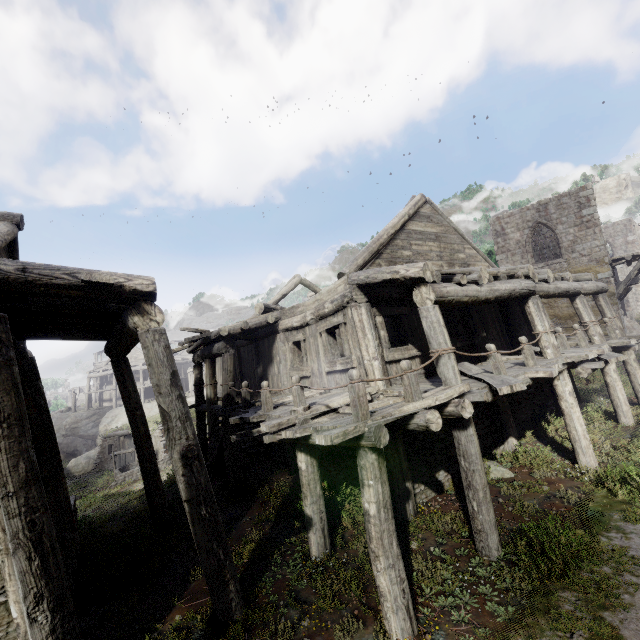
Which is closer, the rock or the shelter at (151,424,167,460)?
the shelter at (151,424,167,460)

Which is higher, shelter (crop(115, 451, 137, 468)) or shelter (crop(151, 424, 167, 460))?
shelter (crop(151, 424, 167, 460))

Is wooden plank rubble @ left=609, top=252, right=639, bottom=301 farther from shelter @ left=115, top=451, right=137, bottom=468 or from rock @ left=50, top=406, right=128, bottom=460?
rock @ left=50, top=406, right=128, bottom=460

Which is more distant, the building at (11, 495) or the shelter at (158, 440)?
the shelter at (158, 440)

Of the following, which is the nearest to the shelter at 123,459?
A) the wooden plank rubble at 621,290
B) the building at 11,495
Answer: the building at 11,495

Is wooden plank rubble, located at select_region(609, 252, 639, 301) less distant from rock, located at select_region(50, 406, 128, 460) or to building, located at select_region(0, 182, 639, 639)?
building, located at select_region(0, 182, 639, 639)

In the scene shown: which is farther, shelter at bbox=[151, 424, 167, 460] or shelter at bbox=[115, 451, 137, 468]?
shelter at bbox=[115, 451, 137, 468]

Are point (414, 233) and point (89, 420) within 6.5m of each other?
no
